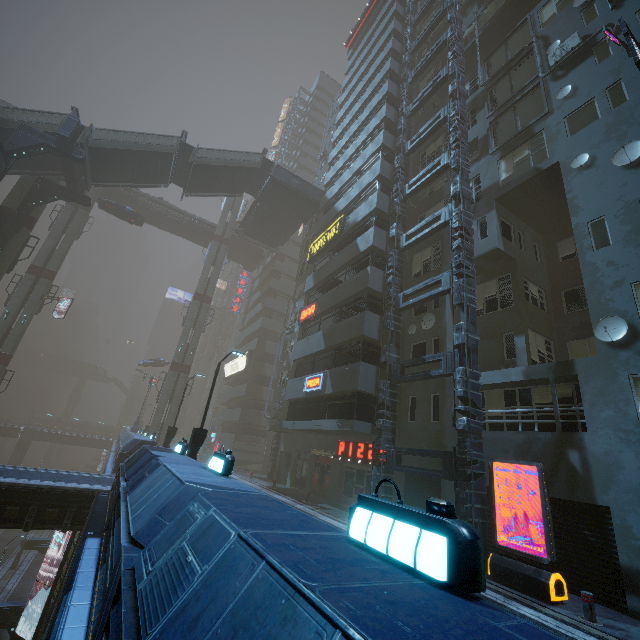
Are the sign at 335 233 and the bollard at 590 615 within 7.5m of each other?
no

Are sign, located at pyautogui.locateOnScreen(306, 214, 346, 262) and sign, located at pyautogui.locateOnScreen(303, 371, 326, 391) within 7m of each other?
no

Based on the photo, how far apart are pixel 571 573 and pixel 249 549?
12.2m

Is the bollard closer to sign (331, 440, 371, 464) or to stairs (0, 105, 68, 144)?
sign (331, 440, 371, 464)

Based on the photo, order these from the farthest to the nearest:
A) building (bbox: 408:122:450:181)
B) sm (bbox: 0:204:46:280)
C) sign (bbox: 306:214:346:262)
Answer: sign (bbox: 306:214:346:262), sm (bbox: 0:204:46:280), building (bbox: 408:122:450:181)

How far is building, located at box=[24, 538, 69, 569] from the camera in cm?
2667

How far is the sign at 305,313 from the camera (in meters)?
24.03

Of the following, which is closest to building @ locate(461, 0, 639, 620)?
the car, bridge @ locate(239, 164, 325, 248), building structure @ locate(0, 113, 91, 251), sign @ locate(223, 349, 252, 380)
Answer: sign @ locate(223, 349, 252, 380)
